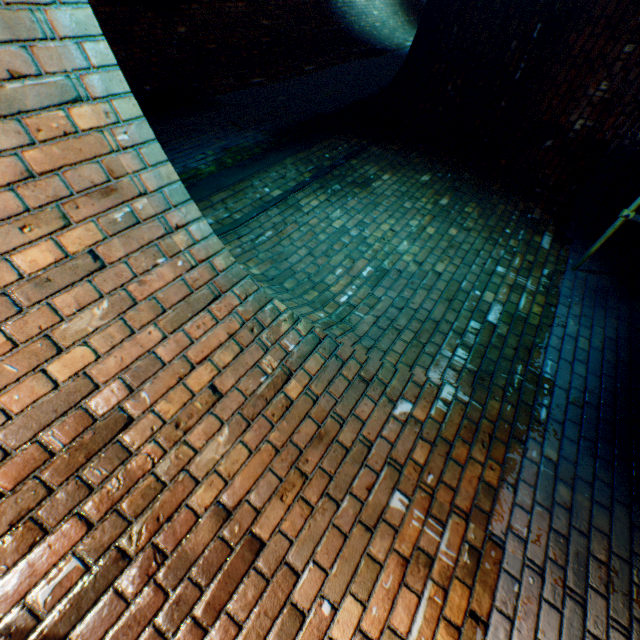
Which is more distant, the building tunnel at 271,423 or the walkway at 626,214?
the walkway at 626,214

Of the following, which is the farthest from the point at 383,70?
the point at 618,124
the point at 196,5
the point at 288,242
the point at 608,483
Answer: the point at 608,483

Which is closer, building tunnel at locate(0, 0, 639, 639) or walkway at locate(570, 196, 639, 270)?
building tunnel at locate(0, 0, 639, 639)
